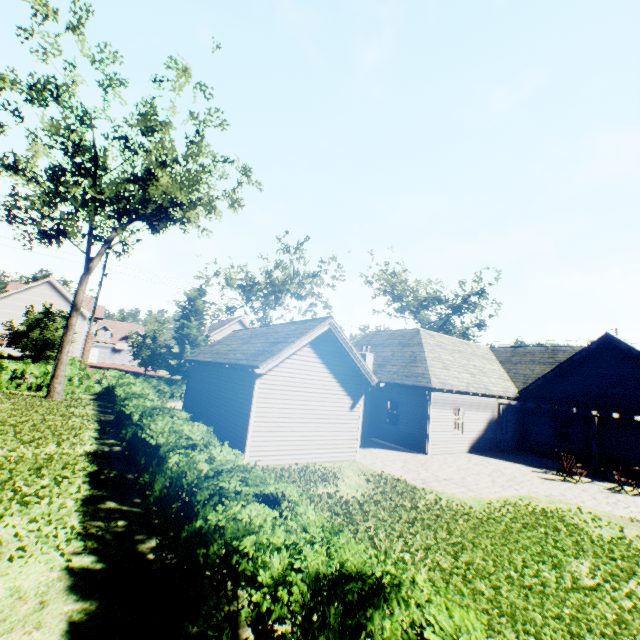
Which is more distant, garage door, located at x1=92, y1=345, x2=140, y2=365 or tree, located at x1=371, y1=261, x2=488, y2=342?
garage door, located at x1=92, y1=345, x2=140, y2=365

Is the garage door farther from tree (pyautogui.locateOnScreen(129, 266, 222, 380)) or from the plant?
the plant

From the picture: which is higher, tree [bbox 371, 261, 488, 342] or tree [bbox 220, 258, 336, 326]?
tree [bbox 371, 261, 488, 342]

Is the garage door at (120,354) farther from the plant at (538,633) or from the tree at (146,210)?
the plant at (538,633)

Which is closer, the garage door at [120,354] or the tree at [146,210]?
the tree at [146,210]

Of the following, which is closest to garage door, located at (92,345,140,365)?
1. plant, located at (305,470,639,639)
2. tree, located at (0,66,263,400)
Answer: tree, located at (0,66,263,400)

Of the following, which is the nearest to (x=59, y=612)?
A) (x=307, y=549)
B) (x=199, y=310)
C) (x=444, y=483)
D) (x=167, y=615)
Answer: (x=167, y=615)
